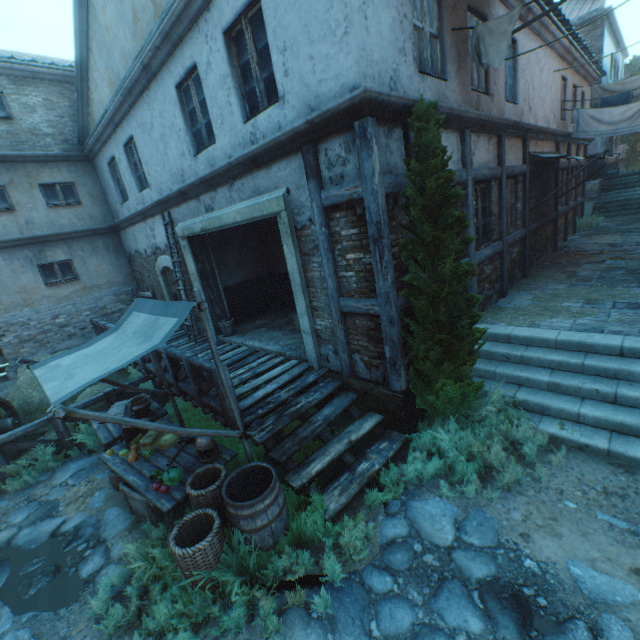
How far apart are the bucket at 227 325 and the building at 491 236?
6.2 meters

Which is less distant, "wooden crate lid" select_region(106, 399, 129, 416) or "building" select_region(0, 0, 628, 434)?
"building" select_region(0, 0, 628, 434)

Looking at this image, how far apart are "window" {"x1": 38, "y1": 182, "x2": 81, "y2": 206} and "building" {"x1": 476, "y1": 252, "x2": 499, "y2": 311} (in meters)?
13.08

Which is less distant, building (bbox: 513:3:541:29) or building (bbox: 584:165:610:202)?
building (bbox: 513:3:541:29)

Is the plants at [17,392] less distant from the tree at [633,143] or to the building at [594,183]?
the building at [594,183]

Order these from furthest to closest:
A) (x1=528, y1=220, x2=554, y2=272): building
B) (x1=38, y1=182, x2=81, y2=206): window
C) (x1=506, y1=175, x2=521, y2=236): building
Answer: (x1=38, y1=182, x2=81, y2=206): window, (x1=528, y1=220, x2=554, y2=272): building, (x1=506, y1=175, x2=521, y2=236): building

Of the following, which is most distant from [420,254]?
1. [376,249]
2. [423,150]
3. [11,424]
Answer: [11,424]

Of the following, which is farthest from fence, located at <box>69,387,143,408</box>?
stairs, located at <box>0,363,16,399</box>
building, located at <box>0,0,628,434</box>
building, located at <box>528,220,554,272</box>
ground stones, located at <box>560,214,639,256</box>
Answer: ground stones, located at <box>560,214,639,256</box>
